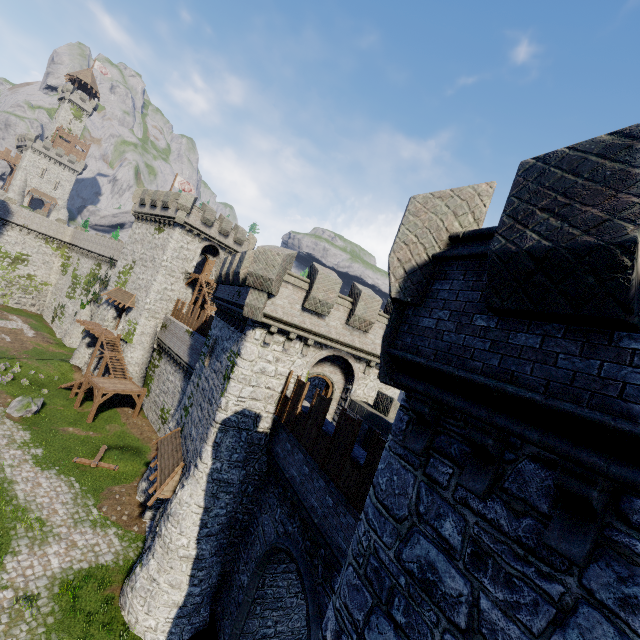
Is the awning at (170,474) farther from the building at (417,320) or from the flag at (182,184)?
the flag at (182,184)

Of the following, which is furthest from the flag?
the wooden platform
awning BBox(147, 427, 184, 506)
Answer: awning BBox(147, 427, 184, 506)

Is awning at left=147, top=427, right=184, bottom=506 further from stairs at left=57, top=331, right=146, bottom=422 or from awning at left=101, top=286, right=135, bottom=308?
awning at left=101, top=286, right=135, bottom=308

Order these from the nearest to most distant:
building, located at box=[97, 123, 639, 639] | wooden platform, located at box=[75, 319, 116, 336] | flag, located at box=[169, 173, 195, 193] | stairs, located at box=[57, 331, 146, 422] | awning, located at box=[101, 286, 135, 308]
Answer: building, located at box=[97, 123, 639, 639] → stairs, located at box=[57, 331, 146, 422] → wooden platform, located at box=[75, 319, 116, 336] → awning, located at box=[101, 286, 135, 308] → flag, located at box=[169, 173, 195, 193]

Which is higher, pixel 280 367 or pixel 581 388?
pixel 581 388

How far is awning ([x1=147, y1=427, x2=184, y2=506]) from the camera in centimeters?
1541cm

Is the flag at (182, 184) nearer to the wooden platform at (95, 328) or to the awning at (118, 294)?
the awning at (118, 294)

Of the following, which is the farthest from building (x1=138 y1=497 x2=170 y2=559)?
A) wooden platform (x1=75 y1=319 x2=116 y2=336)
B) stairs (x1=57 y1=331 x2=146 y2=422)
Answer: wooden platform (x1=75 y1=319 x2=116 y2=336)
